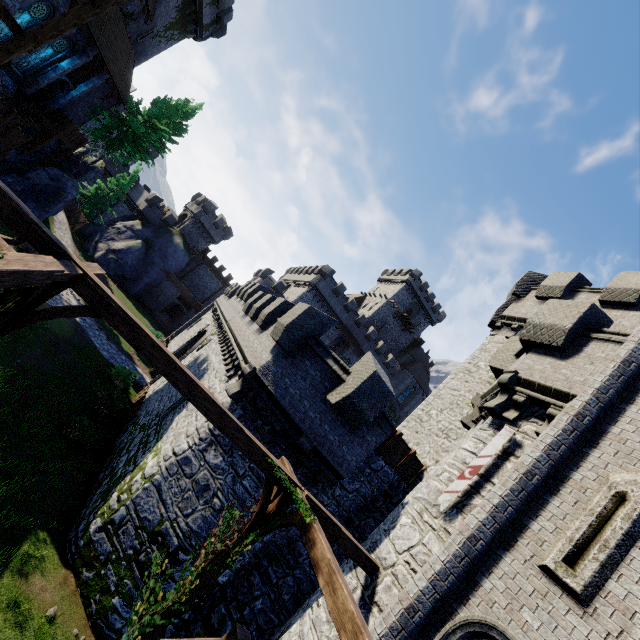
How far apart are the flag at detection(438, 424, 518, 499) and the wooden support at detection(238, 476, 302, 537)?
3.1m

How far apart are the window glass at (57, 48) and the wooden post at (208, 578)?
29.8m

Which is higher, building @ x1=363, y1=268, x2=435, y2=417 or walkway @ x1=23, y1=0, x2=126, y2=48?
building @ x1=363, y1=268, x2=435, y2=417

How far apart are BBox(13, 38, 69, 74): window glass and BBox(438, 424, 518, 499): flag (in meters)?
32.34

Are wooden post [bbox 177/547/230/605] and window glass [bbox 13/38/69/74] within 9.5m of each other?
no

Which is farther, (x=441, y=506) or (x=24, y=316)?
(x=441, y=506)

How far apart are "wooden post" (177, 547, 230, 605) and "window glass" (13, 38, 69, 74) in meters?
29.8

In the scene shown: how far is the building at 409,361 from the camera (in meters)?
54.62
